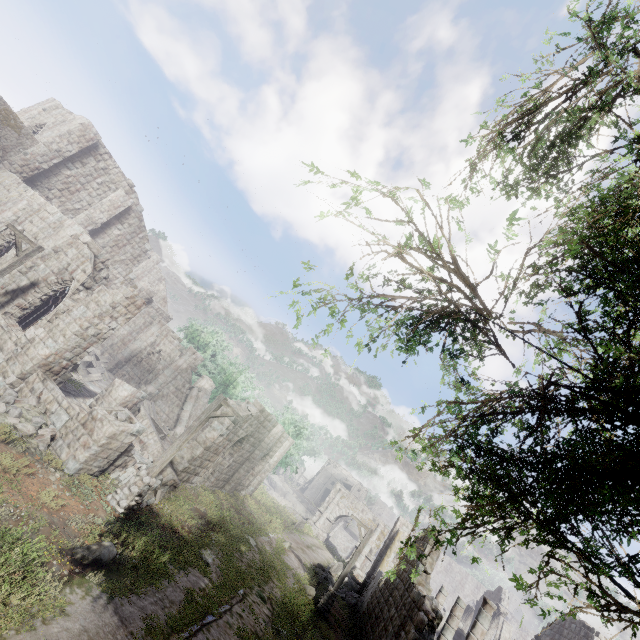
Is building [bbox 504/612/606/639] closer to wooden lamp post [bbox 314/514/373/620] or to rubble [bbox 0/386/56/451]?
rubble [bbox 0/386/56/451]

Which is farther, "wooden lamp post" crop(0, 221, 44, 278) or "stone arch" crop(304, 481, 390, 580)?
"stone arch" crop(304, 481, 390, 580)

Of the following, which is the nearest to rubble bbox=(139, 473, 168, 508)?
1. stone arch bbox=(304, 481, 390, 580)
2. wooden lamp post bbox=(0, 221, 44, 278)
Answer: wooden lamp post bbox=(0, 221, 44, 278)

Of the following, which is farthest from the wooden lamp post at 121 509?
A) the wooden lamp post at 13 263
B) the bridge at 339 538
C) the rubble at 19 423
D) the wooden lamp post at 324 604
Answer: the bridge at 339 538

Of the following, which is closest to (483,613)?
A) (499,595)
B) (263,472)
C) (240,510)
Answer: (240,510)

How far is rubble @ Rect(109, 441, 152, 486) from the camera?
12.1 meters

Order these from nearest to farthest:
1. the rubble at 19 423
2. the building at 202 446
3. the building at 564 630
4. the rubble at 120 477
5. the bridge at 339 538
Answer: the rubble at 19 423, the rubble at 120 477, the building at 202 446, the building at 564 630, the bridge at 339 538

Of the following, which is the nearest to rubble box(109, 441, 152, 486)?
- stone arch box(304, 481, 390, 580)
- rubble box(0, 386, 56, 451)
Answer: rubble box(0, 386, 56, 451)
